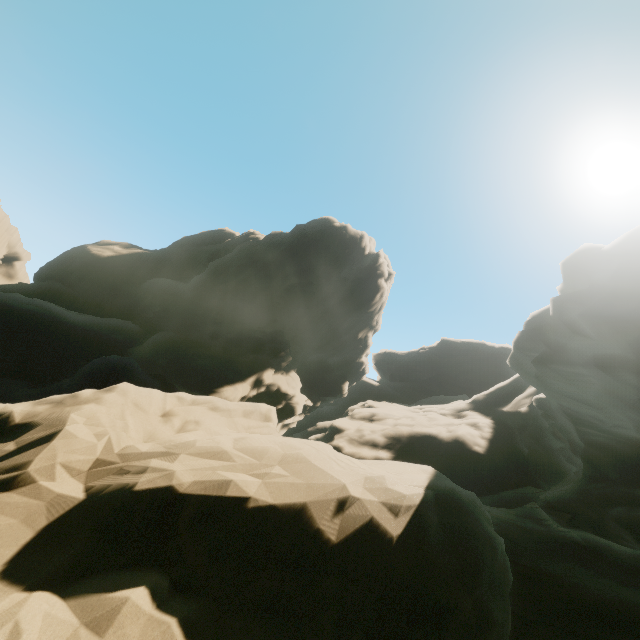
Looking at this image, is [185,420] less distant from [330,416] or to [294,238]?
[294,238]
